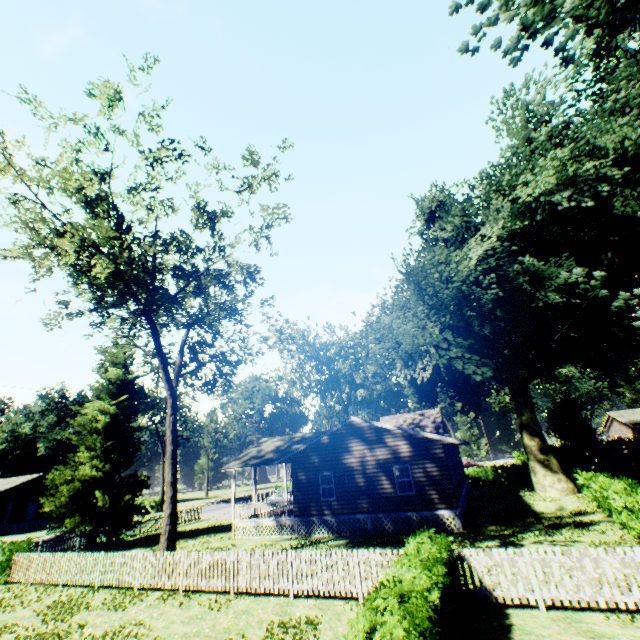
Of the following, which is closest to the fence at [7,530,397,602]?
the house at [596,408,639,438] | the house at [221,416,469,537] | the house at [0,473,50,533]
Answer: the house at [221,416,469,537]

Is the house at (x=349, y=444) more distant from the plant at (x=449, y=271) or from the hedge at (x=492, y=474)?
the hedge at (x=492, y=474)

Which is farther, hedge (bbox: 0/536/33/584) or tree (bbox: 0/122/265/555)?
hedge (bbox: 0/536/33/584)

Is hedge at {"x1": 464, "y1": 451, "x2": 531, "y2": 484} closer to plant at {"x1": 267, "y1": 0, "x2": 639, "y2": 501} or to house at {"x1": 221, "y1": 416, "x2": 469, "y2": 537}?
plant at {"x1": 267, "y1": 0, "x2": 639, "y2": 501}

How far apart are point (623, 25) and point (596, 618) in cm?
1367

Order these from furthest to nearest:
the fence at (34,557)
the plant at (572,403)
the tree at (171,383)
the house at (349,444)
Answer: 1. the plant at (572,403)
2. the house at (349,444)
3. the tree at (171,383)
4. the fence at (34,557)

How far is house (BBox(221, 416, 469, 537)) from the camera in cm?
1848

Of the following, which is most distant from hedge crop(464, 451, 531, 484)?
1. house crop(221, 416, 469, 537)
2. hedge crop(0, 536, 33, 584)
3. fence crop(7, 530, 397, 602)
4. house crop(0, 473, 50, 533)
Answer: house crop(0, 473, 50, 533)
